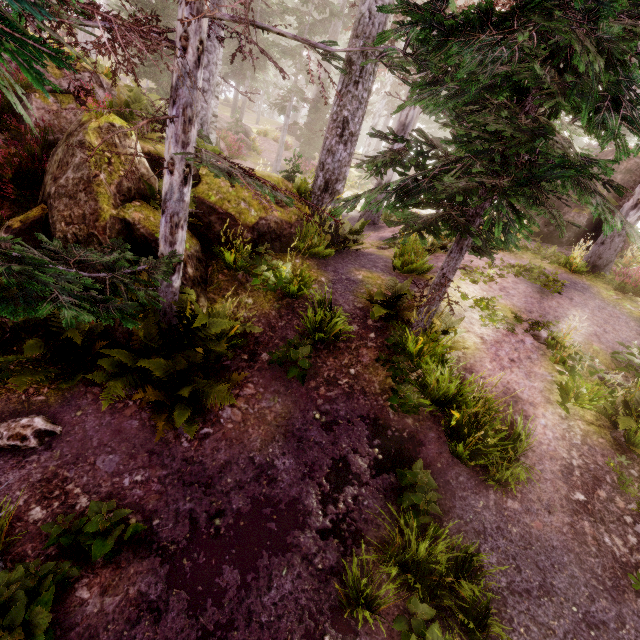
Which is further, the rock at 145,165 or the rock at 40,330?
the rock at 145,165

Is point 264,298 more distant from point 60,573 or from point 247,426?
point 60,573

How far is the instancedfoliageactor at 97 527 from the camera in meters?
3.5

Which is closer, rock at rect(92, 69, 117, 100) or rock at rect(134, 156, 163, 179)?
rock at rect(134, 156, 163, 179)

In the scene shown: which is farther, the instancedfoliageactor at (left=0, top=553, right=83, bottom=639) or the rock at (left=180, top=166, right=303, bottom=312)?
the rock at (left=180, top=166, right=303, bottom=312)

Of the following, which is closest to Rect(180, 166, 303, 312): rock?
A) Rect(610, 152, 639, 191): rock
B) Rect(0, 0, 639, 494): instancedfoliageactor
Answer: Rect(0, 0, 639, 494): instancedfoliageactor

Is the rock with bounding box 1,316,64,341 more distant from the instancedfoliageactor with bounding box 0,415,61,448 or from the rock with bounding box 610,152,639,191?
the rock with bounding box 610,152,639,191
